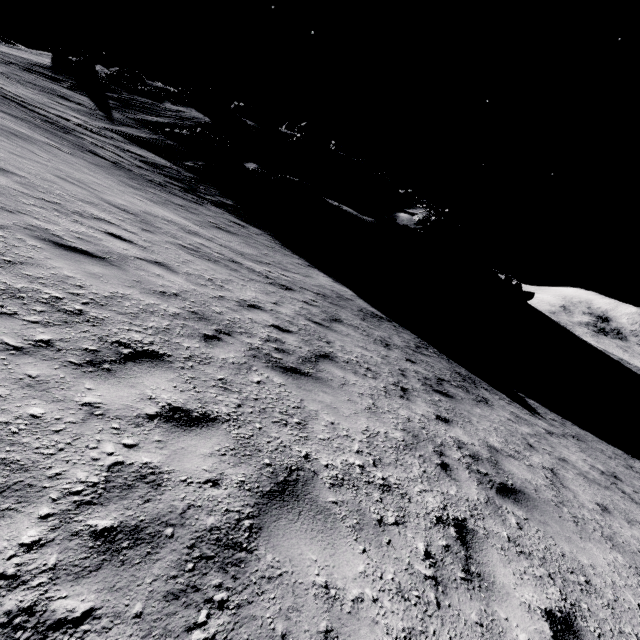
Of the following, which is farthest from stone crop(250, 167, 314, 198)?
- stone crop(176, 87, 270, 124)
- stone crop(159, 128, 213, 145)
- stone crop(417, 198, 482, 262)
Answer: stone crop(417, 198, 482, 262)

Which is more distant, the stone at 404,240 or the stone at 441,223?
the stone at 441,223

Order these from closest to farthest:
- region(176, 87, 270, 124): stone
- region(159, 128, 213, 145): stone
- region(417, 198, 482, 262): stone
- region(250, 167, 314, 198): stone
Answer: region(250, 167, 314, 198): stone → region(159, 128, 213, 145): stone → region(417, 198, 482, 262): stone → region(176, 87, 270, 124): stone

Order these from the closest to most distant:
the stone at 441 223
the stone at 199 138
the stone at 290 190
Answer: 1. the stone at 290 190
2. the stone at 199 138
3. the stone at 441 223

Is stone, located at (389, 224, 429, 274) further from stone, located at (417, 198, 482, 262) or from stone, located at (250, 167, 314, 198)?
stone, located at (417, 198, 482, 262)

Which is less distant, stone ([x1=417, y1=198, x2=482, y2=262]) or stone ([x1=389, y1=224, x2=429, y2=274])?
→ stone ([x1=389, y1=224, x2=429, y2=274])

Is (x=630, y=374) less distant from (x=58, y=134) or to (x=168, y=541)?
(x=168, y=541)

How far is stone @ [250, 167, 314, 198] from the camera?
24.97m
